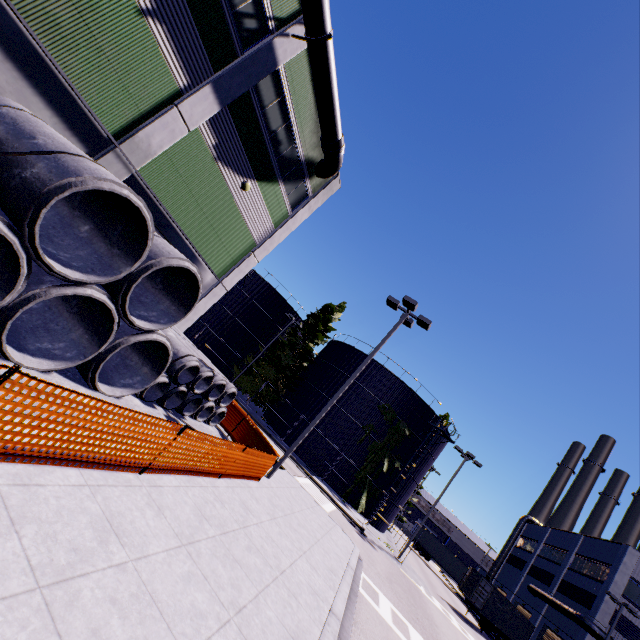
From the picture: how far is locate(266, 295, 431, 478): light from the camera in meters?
13.5

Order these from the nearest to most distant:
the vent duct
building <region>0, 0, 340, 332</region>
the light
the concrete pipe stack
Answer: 1. the concrete pipe stack
2. building <region>0, 0, 340, 332</region>
3. the light
4. the vent duct

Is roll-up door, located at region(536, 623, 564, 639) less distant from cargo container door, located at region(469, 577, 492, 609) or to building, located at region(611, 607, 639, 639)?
building, located at region(611, 607, 639, 639)

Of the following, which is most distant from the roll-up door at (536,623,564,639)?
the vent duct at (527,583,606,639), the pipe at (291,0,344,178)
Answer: the pipe at (291,0,344,178)

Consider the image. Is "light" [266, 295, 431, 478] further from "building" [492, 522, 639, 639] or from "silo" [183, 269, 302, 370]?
"building" [492, 522, 639, 639]

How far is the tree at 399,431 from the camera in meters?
29.6 m

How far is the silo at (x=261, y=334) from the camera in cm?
3897

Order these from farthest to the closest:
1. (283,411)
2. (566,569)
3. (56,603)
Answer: (566,569), (283,411), (56,603)
